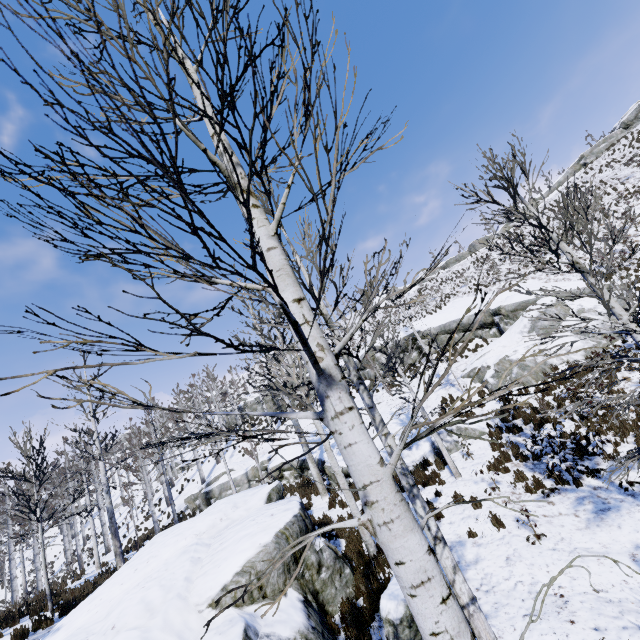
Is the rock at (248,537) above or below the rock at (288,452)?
below

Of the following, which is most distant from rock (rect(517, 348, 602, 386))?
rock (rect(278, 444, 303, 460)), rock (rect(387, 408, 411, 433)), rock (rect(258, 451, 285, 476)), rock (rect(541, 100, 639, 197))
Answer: rock (rect(541, 100, 639, 197))

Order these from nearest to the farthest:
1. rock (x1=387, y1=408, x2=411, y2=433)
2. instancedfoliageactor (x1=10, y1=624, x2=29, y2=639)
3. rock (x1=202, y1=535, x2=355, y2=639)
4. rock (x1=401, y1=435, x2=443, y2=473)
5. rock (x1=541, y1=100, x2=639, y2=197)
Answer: rock (x1=202, y1=535, x2=355, y2=639) < instancedfoliageactor (x1=10, y1=624, x2=29, y2=639) < rock (x1=401, y1=435, x2=443, y2=473) < rock (x1=387, y1=408, x2=411, y2=433) < rock (x1=541, y1=100, x2=639, y2=197)

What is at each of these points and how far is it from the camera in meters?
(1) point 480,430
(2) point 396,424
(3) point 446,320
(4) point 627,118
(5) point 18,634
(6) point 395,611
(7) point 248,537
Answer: (1) rock, 13.9 m
(2) rock, 17.3 m
(3) rock, 24.6 m
(4) rock, 37.7 m
(5) instancedfoliageactor, 9.6 m
(6) rock, 6.0 m
(7) rock, 7.4 m

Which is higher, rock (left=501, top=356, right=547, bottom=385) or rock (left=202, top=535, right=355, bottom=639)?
rock (left=501, top=356, right=547, bottom=385)

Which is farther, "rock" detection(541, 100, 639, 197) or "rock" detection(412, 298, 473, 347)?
"rock" detection(541, 100, 639, 197)

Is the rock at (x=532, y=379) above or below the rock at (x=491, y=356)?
below

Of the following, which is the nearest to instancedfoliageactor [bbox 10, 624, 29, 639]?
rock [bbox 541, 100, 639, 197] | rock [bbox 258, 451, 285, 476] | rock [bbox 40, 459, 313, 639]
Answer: rock [bbox 40, 459, 313, 639]
